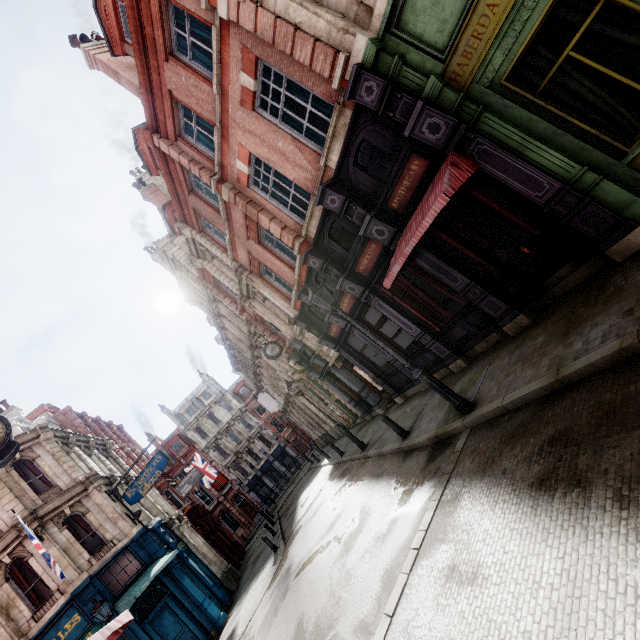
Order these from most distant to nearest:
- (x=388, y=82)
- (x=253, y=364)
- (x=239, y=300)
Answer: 1. (x=253, y=364)
2. (x=239, y=300)
3. (x=388, y=82)

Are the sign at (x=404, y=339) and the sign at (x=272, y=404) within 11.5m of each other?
no

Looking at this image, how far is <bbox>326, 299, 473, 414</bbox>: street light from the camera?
7.26m

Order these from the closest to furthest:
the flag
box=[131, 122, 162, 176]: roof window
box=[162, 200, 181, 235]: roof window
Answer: box=[131, 122, 162, 176]: roof window, box=[162, 200, 181, 235]: roof window, the flag

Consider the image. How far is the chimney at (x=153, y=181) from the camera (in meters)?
23.47

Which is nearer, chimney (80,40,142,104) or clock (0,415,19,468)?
clock (0,415,19,468)

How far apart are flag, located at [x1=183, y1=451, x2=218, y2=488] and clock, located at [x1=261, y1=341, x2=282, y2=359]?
19.3 meters

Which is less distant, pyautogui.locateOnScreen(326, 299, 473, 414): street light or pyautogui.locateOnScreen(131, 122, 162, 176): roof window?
pyautogui.locateOnScreen(326, 299, 473, 414): street light
